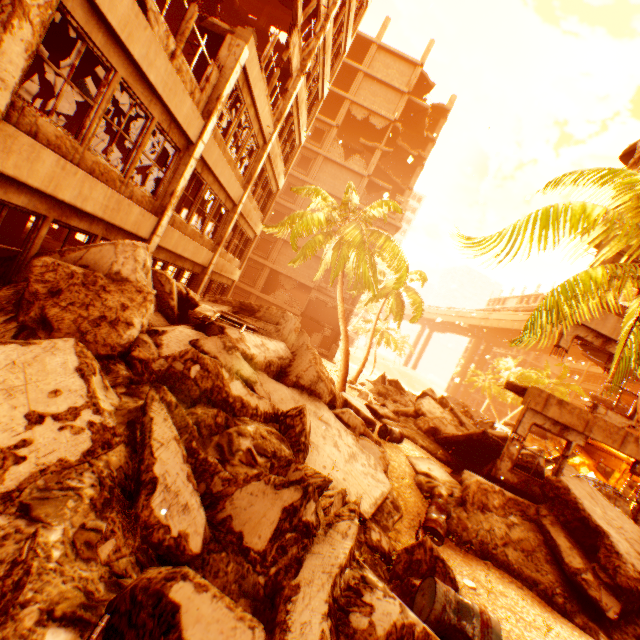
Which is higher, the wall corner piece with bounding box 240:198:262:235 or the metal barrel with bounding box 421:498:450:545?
the wall corner piece with bounding box 240:198:262:235

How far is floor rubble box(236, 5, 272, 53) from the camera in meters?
16.3 m

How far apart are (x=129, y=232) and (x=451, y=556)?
11.2m

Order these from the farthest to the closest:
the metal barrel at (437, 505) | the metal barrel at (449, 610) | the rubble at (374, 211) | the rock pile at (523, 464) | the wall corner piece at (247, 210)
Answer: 1. the rubble at (374, 211)
2. the wall corner piece at (247, 210)
3. the rock pile at (523, 464)
4. the metal barrel at (437, 505)
5. the metal barrel at (449, 610)

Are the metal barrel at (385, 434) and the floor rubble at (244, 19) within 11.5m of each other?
no

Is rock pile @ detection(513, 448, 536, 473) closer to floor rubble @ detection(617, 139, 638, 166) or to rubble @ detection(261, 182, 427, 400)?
rubble @ detection(261, 182, 427, 400)

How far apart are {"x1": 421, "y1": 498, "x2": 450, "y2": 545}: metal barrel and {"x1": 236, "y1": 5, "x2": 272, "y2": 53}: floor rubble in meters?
21.1

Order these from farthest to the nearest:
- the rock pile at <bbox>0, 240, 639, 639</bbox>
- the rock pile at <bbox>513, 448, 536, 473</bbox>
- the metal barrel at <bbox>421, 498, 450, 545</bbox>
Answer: the rock pile at <bbox>513, 448, 536, 473</bbox> → the metal barrel at <bbox>421, 498, 450, 545</bbox> → the rock pile at <bbox>0, 240, 639, 639</bbox>
